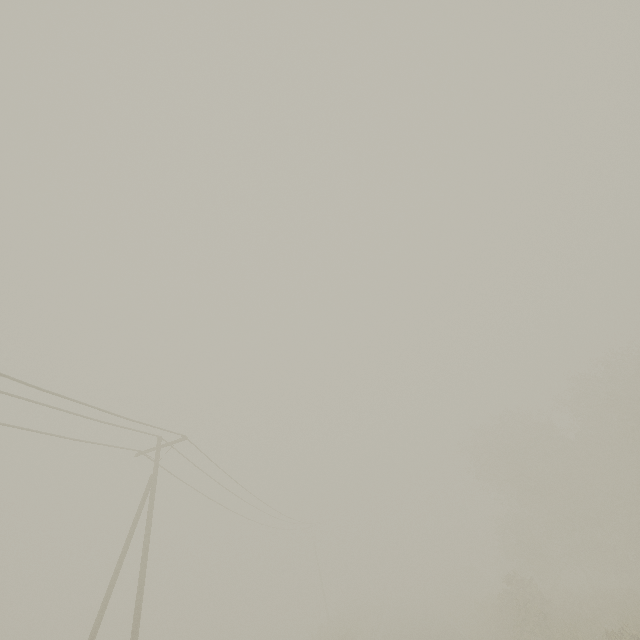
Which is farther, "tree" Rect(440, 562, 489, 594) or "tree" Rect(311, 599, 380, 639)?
"tree" Rect(440, 562, 489, 594)

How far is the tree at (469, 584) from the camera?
50.8m

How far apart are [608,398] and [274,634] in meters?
65.6 m

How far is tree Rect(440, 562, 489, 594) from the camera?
50.81m

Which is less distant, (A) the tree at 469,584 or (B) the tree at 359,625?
(B) the tree at 359,625
